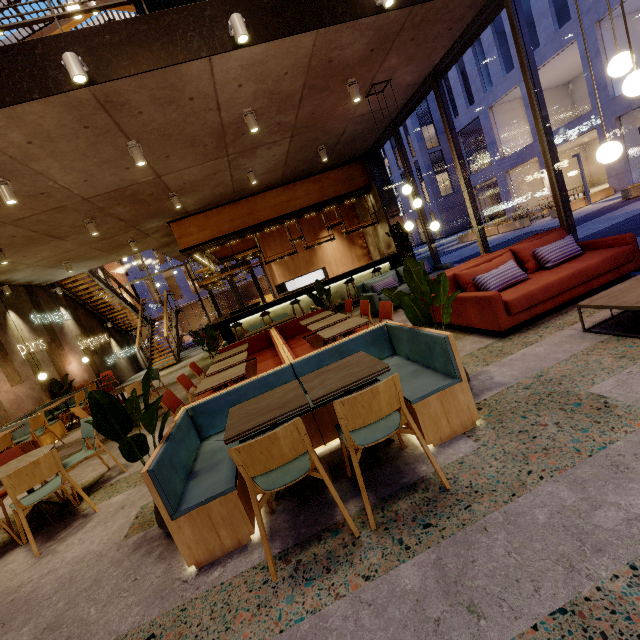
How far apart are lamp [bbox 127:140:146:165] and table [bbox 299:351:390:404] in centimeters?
464cm

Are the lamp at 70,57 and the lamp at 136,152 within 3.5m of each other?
yes

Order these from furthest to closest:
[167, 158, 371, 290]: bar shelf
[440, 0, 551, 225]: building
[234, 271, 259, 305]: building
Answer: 1. [234, 271, 259, 305]: building
2. [440, 0, 551, 225]: building
3. [167, 158, 371, 290]: bar shelf

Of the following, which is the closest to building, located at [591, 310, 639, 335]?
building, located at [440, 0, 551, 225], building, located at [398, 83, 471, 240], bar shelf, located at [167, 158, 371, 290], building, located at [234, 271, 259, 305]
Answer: bar shelf, located at [167, 158, 371, 290]

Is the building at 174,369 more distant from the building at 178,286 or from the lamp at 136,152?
the building at 178,286

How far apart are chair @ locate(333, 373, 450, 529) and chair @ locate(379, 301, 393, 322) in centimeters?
177cm

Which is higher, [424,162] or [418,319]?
[424,162]

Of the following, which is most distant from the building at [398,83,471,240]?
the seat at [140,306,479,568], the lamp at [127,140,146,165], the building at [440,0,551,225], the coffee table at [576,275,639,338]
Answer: the lamp at [127,140,146,165]
